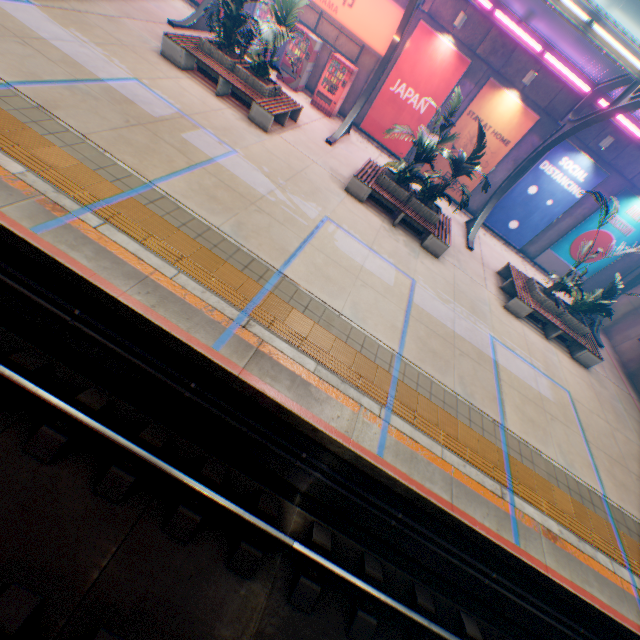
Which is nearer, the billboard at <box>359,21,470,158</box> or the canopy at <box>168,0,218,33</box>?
the canopy at <box>168,0,218,33</box>

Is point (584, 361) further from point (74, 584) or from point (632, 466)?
point (74, 584)

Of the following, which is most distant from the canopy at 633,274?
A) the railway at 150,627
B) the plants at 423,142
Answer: the railway at 150,627

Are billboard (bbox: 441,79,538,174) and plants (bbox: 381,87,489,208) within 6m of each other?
yes

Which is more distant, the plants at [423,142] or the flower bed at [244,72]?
the flower bed at [244,72]

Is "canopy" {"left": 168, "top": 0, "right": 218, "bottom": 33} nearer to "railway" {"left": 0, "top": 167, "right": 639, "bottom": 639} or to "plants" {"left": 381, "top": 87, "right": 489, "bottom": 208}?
"plants" {"left": 381, "top": 87, "right": 489, "bottom": 208}

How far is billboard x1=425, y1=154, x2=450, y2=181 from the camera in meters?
15.1 m

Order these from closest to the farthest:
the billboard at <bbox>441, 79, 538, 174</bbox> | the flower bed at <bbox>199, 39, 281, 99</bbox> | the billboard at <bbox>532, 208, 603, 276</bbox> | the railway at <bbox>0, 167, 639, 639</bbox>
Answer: the railway at <bbox>0, 167, 639, 639</bbox> < the flower bed at <bbox>199, 39, 281, 99</bbox> < the billboard at <bbox>441, 79, 538, 174</bbox> < the billboard at <bbox>532, 208, 603, 276</bbox>
